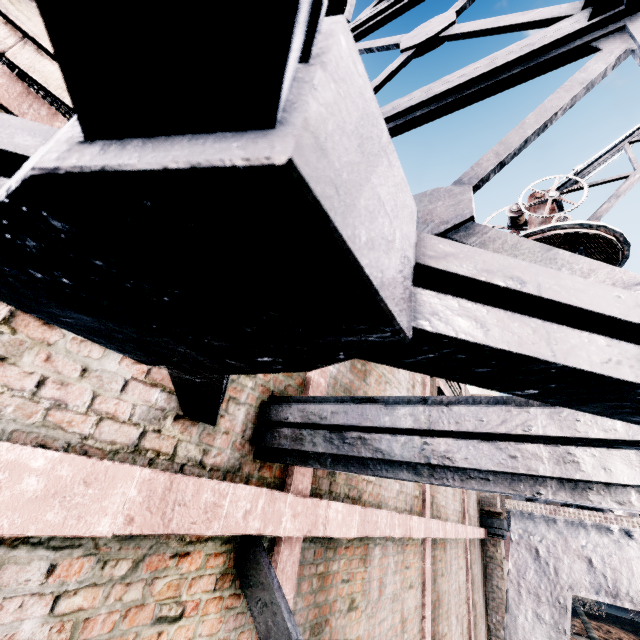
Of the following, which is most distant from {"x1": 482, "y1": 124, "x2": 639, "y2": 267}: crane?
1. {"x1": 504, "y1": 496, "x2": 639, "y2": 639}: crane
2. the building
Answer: the building

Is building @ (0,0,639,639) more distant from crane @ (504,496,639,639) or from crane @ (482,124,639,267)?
crane @ (482,124,639,267)

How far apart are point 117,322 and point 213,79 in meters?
0.6

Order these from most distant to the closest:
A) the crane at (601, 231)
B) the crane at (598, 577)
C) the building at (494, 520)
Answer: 1. the crane at (601, 231)
2. the crane at (598, 577)
3. the building at (494, 520)

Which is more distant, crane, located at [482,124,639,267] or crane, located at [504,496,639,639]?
crane, located at [482,124,639,267]

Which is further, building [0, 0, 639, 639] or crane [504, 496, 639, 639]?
crane [504, 496, 639, 639]

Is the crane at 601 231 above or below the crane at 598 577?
above

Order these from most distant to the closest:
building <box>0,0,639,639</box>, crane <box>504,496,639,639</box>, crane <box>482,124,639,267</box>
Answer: crane <box>482,124,639,267</box> → crane <box>504,496,639,639</box> → building <box>0,0,639,639</box>
